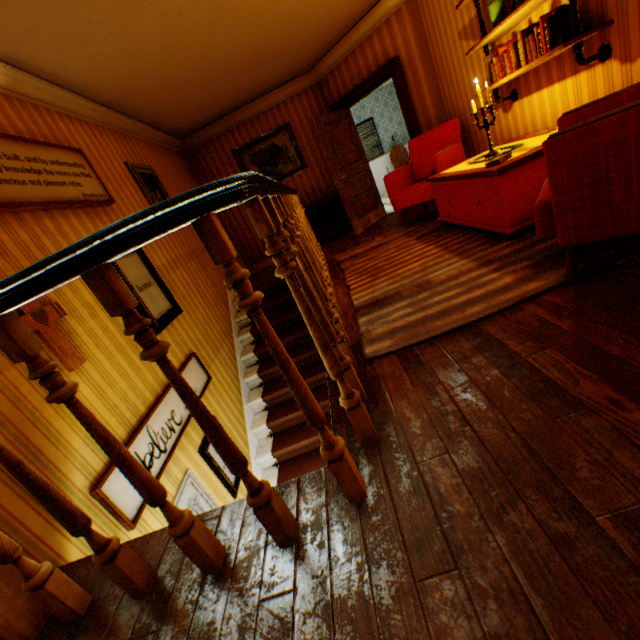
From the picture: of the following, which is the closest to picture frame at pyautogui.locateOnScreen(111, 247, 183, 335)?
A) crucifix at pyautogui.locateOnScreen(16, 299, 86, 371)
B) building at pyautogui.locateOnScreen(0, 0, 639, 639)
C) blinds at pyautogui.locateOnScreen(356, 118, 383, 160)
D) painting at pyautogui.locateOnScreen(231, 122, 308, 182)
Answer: building at pyautogui.locateOnScreen(0, 0, 639, 639)

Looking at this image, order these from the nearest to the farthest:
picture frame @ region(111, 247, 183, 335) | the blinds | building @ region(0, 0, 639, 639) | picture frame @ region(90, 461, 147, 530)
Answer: building @ region(0, 0, 639, 639) < picture frame @ region(90, 461, 147, 530) < picture frame @ region(111, 247, 183, 335) < the blinds

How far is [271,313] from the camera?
5.8 meters

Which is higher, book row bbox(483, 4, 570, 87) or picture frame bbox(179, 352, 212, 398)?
book row bbox(483, 4, 570, 87)

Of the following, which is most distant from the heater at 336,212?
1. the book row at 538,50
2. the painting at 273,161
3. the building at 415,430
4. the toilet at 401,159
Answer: the toilet at 401,159

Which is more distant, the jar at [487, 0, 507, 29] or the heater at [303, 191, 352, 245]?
the heater at [303, 191, 352, 245]

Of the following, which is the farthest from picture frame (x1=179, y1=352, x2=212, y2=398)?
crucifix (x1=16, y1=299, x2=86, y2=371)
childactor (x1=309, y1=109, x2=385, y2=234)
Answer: childactor (x1=309, y1=109, x2=385, y2=234)

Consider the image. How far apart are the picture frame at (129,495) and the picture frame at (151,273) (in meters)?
0.45
